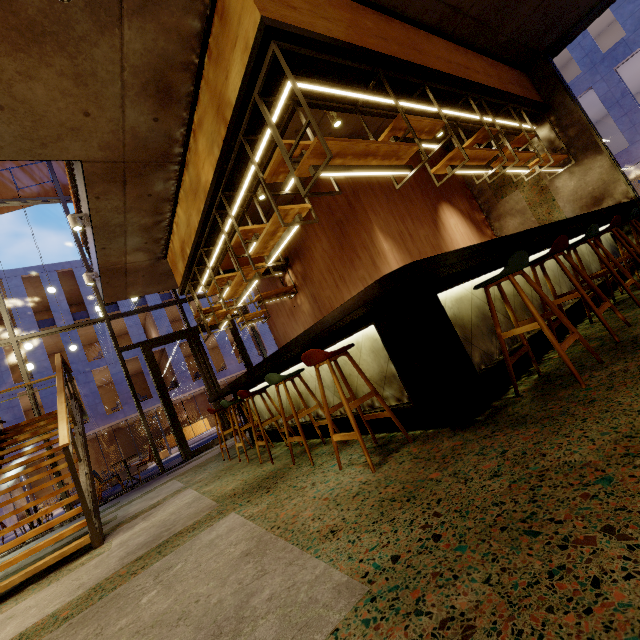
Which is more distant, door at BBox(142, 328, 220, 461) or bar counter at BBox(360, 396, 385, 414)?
door at BBox(142, 328, 220, 461)

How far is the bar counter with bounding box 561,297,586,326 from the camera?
3.84m

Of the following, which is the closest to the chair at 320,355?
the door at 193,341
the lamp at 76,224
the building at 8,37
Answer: the building at 8,37

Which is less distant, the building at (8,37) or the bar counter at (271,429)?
the building at (8,37)

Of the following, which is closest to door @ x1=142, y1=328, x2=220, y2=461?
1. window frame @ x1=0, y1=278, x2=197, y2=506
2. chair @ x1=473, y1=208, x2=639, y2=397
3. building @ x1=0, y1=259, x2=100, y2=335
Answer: window frame @ x1=0, y1=278, x2=197, y2=506

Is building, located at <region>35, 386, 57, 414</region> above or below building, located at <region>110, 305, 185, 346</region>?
below

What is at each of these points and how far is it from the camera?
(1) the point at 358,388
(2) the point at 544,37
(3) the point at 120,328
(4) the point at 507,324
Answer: (1) bar counter, 3.4m
(2) building, 6.0m
(3) building, 28.7m
(4) bar counter, 3.3m

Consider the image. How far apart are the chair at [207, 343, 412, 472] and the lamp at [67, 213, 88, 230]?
4.4m
